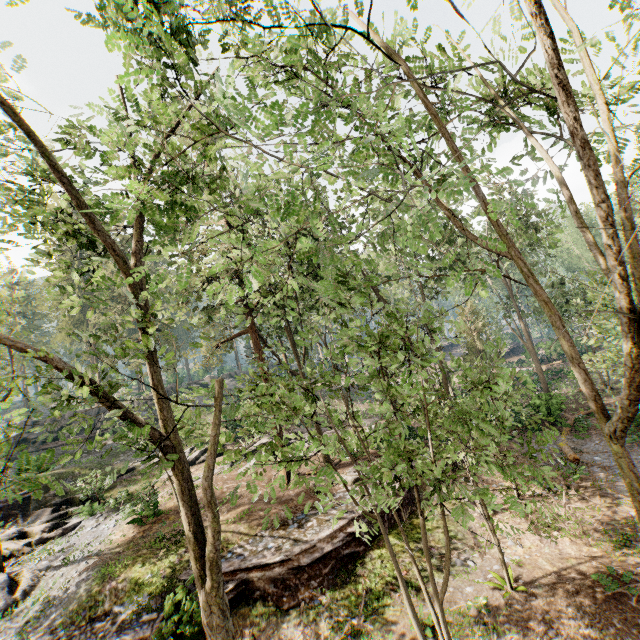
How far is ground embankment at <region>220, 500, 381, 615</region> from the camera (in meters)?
11.95

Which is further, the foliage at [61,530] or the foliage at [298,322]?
the foliage at [61,530]

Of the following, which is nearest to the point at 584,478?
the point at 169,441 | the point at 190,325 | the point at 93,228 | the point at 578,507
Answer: the point at 578,507

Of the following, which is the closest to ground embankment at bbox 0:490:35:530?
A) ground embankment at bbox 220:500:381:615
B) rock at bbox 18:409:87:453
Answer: ground embankment at bbox 220:500:381:615

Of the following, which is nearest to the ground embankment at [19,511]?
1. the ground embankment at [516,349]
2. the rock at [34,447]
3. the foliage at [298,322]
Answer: the foliage at [298,322]

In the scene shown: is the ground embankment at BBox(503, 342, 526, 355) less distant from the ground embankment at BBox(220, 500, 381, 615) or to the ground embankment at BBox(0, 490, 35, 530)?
the ground embankment at BBox(220, 500, 381, 615)

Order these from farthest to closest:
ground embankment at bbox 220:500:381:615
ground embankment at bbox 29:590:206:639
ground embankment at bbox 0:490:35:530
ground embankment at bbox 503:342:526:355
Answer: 1. ground embankment at bbox 503:342:526:355
2. ground embankment at bbox 0:490:35:530
3. ground embankment at bbox 220:500:381:615
4. ground embankment at bbox 29:590:206:639

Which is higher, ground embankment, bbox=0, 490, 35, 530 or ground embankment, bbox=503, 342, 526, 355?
ground embankment, bbox=0, 490, 35, 530
